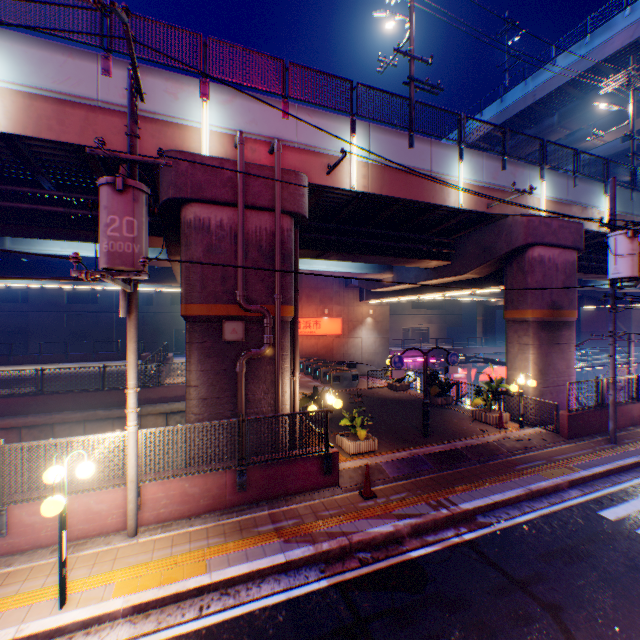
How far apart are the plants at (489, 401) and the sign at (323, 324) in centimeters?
1520cm

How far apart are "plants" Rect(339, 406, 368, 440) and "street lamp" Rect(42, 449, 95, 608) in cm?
693

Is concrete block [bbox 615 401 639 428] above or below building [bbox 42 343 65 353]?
below

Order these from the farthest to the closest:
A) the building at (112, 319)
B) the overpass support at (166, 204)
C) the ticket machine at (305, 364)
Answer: the building at (112, 319) → the ticket machine at (305, 364) → the overpass support at (166, 204)

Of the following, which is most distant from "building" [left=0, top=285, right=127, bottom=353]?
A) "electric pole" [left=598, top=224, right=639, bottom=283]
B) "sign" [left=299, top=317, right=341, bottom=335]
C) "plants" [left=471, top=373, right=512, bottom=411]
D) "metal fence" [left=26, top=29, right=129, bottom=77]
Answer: "electric pole" [left=598, top=224, right=639, bottom=283]

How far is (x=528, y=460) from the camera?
10.6m

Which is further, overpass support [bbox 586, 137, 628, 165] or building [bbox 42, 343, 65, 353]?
building [bbox 42, 343, 65, 353]

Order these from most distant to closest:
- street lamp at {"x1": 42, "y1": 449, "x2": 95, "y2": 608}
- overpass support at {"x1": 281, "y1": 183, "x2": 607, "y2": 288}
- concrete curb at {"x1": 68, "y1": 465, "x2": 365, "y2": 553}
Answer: overpass support at {"x1": 281, "y1": 183, "x2": 607, "y2": 288} → concrete curb at {"x1": 68, "y1": 465, "x2": 365, "y2": 553} → street lamp at {"x1": 42, "y1": 449, "x2": 95, "y2": 608}
